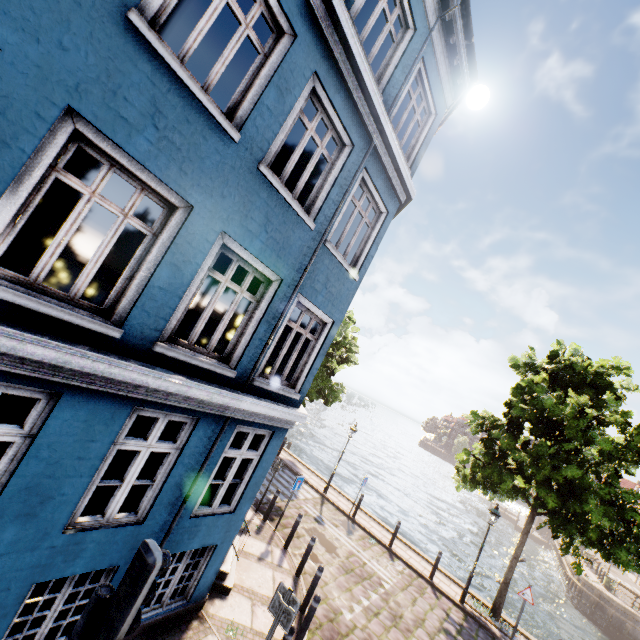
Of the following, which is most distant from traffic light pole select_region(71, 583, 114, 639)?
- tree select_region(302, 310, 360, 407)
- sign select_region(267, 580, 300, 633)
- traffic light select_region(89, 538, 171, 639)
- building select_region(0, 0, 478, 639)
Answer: tree select_region(302, 310, 360, 407)

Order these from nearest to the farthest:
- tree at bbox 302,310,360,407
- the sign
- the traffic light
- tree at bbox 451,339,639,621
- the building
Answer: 1. the traffic light
2. the building
3. the sign
4. tree at bbox 451,339,639,621
5. tree at bbox 302,310,360,407

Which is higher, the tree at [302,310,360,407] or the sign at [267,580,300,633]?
the tree at [302,310,360,407]

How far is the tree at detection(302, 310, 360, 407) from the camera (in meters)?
19.06

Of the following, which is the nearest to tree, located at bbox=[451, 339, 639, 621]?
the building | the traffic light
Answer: the building

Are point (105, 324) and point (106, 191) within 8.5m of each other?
no

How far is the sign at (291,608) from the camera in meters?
5.2

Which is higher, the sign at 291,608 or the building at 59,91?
the building at 59,91
